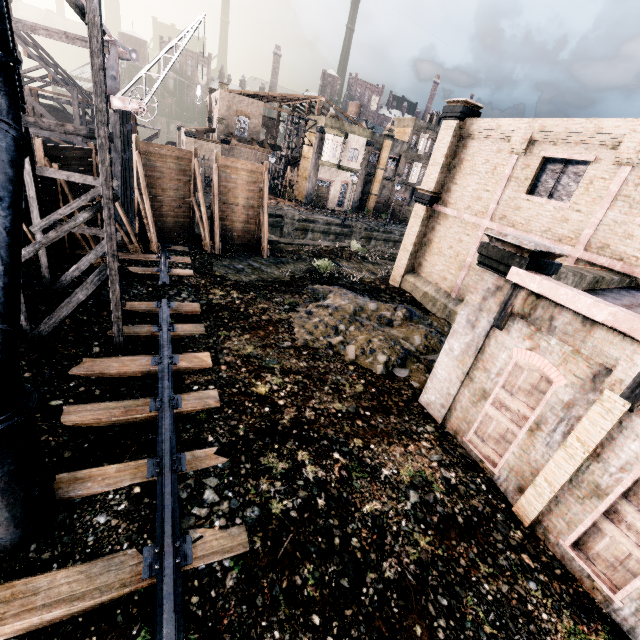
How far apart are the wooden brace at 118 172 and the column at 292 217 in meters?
14.5 m

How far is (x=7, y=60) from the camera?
4.5m

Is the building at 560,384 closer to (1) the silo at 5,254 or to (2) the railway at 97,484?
(1) the silo at 5,254

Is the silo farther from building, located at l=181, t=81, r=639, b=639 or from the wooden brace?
the wooden brace

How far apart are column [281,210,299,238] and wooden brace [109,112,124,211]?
14.48m

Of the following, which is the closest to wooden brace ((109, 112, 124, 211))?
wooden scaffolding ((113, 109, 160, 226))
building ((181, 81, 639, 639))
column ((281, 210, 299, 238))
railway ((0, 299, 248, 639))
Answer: wooden scaffolding ((113, 109, 160, 226))

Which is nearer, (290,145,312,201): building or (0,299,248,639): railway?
(0,299,248,639): railway

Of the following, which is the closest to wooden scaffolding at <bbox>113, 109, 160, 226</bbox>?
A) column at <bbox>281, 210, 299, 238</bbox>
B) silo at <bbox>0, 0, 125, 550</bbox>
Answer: column at <bbox>281, 210, 299, 238</bbox>
